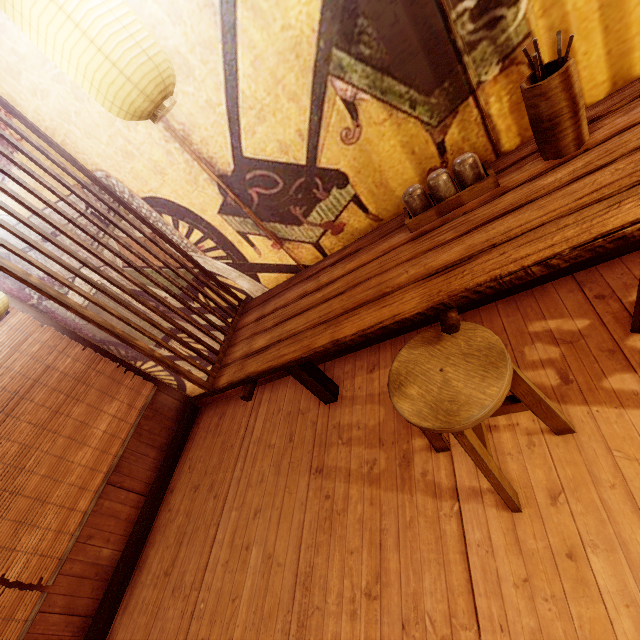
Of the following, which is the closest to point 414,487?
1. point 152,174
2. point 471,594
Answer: point 471,594

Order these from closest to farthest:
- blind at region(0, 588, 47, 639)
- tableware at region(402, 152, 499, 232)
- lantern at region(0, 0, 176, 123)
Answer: lantern at region(0, 0, 176, 123), tableware at region(402, 152, 499, 232), blind at region(0, 588, 47, 639)

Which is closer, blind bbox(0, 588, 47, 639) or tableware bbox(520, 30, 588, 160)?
tableware bbox(520, 30, 588, 160)

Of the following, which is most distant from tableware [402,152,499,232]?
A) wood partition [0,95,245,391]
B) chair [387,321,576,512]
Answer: wood partition [0,95,245,391]

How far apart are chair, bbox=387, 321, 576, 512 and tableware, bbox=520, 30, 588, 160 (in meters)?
1.42

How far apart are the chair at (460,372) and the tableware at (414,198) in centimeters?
102cm

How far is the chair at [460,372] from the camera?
2.07m

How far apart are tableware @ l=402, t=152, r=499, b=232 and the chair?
1.0 meters
